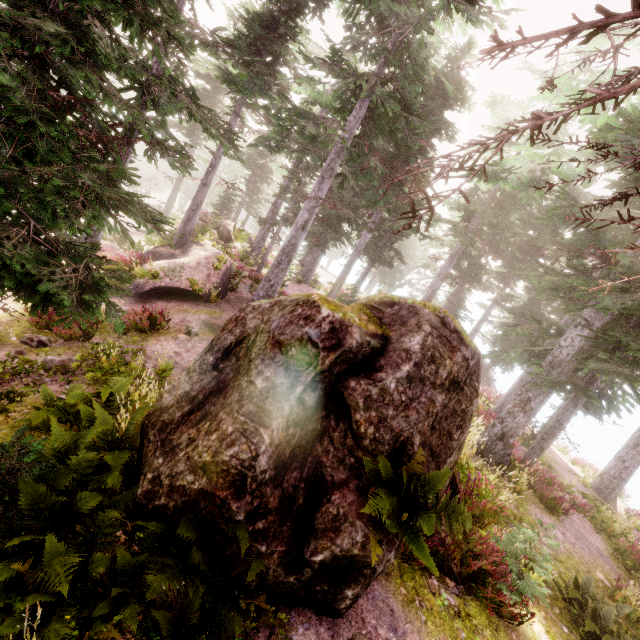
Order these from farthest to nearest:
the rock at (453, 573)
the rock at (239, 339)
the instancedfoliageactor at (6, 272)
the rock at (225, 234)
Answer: the rock at (225, 234), the rock at (453, 573), the rock at (239, 339), the instancedfoliageactor at (6, 272)

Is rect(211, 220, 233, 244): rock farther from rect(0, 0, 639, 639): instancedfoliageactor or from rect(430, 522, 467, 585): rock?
rect(430, 522, 467, 585): rock

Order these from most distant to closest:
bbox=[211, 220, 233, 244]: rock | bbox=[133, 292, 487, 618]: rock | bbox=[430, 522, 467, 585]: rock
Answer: bbox=[211, 220, 233, 244]: rock, bbox=[430, 522, 467, 585]: rock, bbox=[133, 292, 487, 618]: rock

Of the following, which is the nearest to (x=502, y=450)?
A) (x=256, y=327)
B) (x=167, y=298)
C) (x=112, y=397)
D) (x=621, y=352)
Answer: (x=621, y=352)

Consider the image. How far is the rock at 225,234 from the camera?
A: 21.0 meters

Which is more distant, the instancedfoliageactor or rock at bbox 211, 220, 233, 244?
rock at bbox 211, 220, 233, 244

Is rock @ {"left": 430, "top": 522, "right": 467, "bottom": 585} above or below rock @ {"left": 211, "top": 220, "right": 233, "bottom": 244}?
below

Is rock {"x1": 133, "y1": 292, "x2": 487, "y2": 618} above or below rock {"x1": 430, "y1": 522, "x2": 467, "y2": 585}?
above
